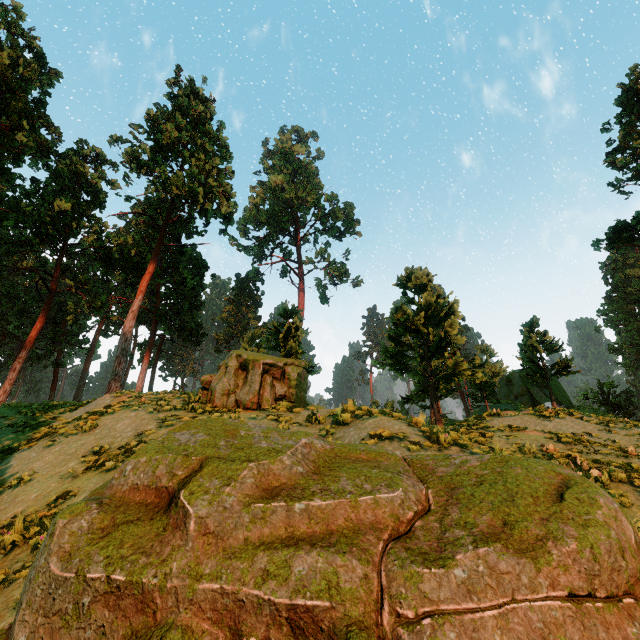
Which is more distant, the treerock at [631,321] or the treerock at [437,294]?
the treerock at [631,321]

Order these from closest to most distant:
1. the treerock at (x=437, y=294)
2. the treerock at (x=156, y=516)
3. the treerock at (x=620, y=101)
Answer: the treerock at (x=156, y=516) → the treerock at (x=437, y=294) → the treerock at (x=620, y=101)

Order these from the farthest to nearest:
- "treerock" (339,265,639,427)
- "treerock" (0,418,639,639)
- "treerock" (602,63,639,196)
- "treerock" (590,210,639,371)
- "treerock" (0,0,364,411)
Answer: "treerock" (590,210,639,371) < "treerock" (602,63,639,196) < "treerock" (339,265,639,427) < "treerock" (0,0,364,411) < "treerock" (0,418,639,639)

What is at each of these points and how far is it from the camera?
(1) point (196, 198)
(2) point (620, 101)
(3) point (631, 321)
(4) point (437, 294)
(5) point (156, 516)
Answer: (1) treerock, 24.4 meters
(2) treerock, 22.1 meters
(3) treerock, 49.2 meters
(4) treerock, 20.2 meters
(5) treerock, 2.7 meters

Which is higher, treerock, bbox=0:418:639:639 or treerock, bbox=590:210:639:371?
treerock, bbox=590:210:639:371

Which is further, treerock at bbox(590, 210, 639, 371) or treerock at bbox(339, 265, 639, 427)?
treerock at bbox(590, 210, 639, 371)
